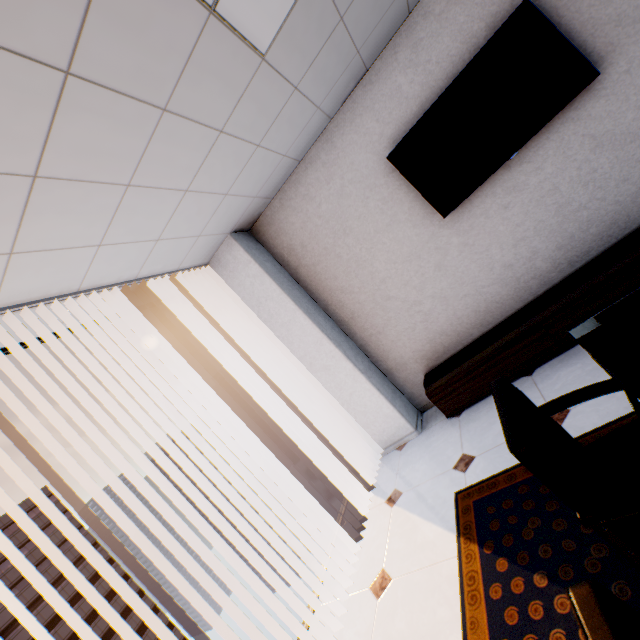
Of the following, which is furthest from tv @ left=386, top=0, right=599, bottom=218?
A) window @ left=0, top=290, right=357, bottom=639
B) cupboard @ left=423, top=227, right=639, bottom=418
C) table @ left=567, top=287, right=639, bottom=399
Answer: window @ left=0, top=290, right=357, bottom=639

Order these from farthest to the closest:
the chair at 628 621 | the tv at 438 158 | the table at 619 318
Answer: the tv at 438 158, the table at 619 318, the chair at 628 621

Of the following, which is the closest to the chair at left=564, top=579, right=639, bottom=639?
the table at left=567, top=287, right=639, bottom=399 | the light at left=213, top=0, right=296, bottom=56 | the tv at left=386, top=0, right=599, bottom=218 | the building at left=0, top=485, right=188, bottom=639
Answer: the table at left=567, top=287, right=639, bottom=399

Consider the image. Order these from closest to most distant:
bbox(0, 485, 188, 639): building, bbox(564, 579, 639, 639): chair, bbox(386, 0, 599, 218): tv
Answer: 1. bbox(564, 579, 639, 639): chair
2. bbox(386, 0, 599, 218): tv
3. bbox(0, 485, 188, 639): building

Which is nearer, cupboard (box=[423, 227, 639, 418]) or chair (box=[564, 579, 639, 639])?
chair (box=[564, 579, 639, 639])

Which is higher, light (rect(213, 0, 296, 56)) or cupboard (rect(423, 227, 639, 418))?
light (rect(213, 0, 296, 56))

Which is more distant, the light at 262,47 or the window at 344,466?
the window at 344,466

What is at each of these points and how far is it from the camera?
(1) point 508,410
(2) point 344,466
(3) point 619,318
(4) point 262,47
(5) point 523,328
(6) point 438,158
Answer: (1) chair, 1.2 meters
(2) window, 3.8 meters
(3) table, 1.3 meters
(4) light, 1.9 meters
(5) cupboard, 2.8 meters
(6) tv, 2.9 meters
